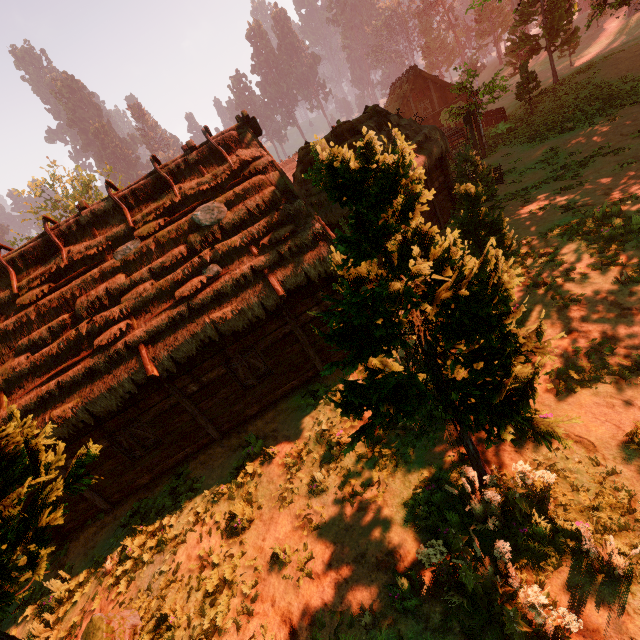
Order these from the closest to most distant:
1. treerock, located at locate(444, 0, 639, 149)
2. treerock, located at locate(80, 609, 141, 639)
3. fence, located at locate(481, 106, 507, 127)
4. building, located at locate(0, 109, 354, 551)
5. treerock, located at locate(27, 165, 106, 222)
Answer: treerock, located at locate(80, 609, 141, 639) < building, located at locate(0, 109, 354, 551) < treerock, located at locate(444, 0, 639, 149) < fence, located at locate(481, 106, 507, 127) < treerock, located at locate(27, 165, 106, 222)

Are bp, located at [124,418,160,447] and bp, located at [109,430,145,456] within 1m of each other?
yes

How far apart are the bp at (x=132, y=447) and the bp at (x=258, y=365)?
4.1 meters

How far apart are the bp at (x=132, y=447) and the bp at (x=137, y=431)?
0.2m

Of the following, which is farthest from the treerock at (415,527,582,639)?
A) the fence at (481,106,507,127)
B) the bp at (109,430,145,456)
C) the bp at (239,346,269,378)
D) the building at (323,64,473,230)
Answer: the bp at (239,346,269,378)

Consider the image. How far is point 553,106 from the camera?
23.67m

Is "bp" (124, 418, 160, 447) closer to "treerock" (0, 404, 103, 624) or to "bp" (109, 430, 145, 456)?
"bp" (109, 430, 145, 456)

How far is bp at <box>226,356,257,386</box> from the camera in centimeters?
970cm
